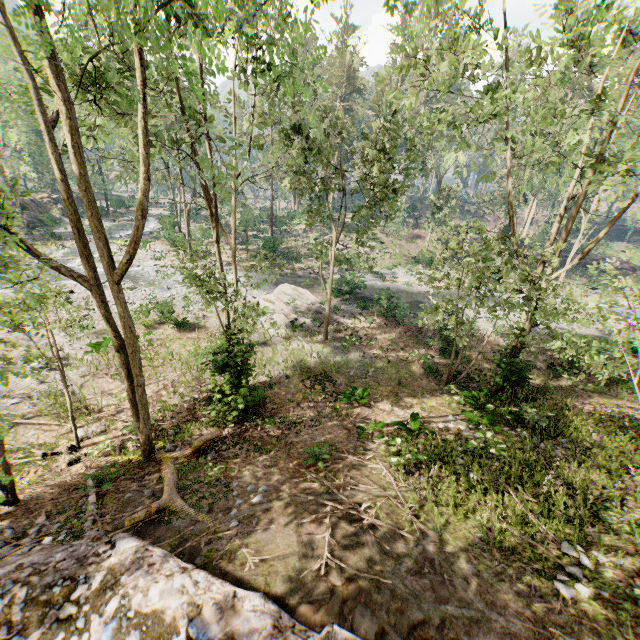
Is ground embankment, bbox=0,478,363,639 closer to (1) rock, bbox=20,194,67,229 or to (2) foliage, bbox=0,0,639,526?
(2) foliage, bbox=0,0,639,526

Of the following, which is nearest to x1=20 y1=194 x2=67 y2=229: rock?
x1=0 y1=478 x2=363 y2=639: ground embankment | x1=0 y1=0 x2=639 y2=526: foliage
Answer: x1=0 y1=0 x2=639 y2=526: foliage

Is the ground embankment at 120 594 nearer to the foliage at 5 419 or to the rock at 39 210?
the foliage at 5 419

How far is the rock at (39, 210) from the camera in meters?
38.8

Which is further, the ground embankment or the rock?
the rock

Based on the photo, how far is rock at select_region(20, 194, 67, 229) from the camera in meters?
38.8 m

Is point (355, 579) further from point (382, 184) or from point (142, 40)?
point (382, 184)

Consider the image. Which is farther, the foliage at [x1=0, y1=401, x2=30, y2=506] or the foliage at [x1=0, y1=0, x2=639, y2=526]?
the foliage at [x1=0, y1=0, x2=639, y2=526]
